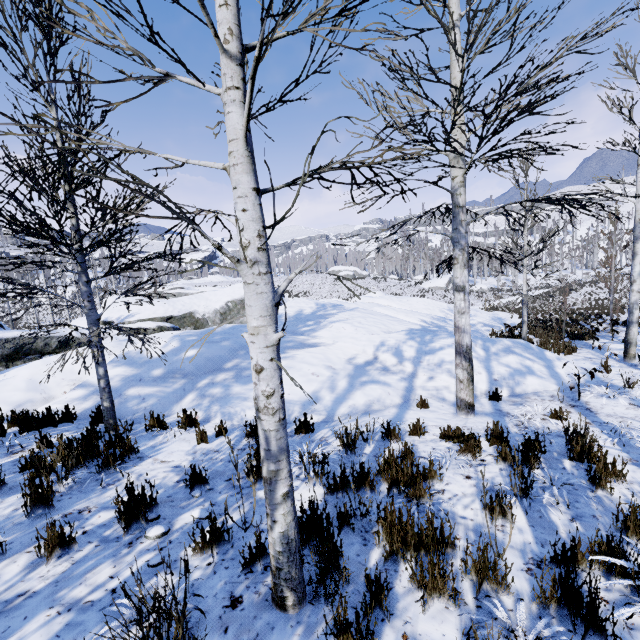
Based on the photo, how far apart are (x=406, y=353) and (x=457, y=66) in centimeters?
656cm

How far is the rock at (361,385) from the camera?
6.7m

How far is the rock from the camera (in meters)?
6.68
